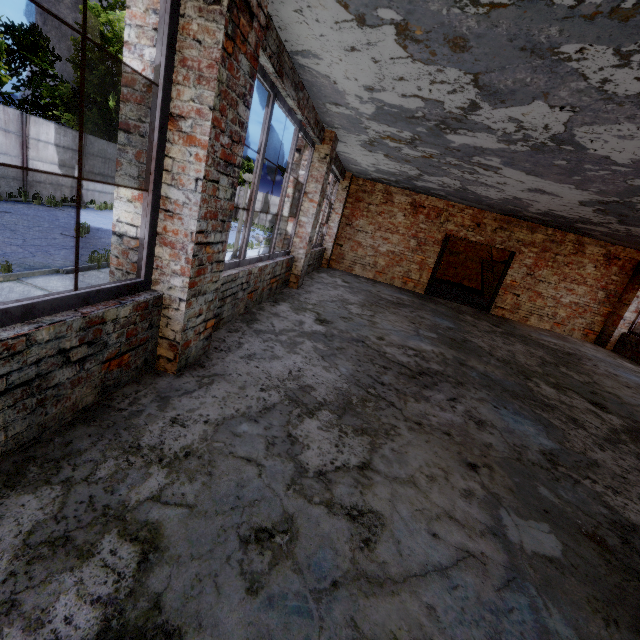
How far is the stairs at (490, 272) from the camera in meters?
16.2

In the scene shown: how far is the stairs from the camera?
16.2m

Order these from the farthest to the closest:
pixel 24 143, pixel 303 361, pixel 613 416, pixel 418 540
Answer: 1. pixel 24 143
2. pixel 613 416
3. pixel 303 361
4. pixel 418 540
